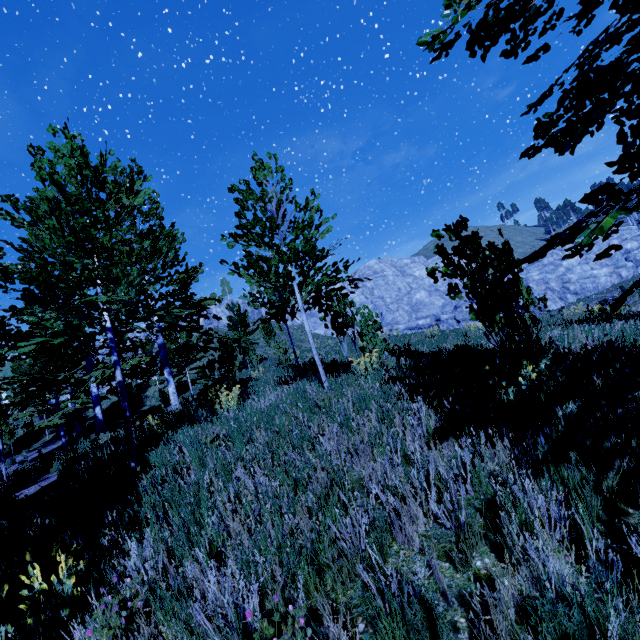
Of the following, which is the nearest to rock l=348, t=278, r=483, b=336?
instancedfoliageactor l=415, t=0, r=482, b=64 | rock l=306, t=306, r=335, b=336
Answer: rock l=306, t=306, r=335, b=336

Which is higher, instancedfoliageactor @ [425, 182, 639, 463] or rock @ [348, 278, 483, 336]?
rock @ [348, 278, 483, 336]

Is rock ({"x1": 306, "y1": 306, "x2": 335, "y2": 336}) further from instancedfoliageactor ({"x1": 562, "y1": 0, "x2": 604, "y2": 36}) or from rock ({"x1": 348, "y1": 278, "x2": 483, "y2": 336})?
instancedfoliageactor ({"x1": 562, "y1": 0, "x2": 604, "y2": 36})

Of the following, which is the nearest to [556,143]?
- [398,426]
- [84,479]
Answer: [398,426]

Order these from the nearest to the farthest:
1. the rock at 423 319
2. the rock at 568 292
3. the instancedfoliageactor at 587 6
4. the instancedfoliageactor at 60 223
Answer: the instancedfoliageactor at 587 6, the instancedfoliageactor at 60 223, the rock at 423 319, the rock at 568 292

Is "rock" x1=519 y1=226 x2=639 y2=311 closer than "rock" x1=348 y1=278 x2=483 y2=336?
No

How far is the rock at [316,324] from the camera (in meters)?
47.54
